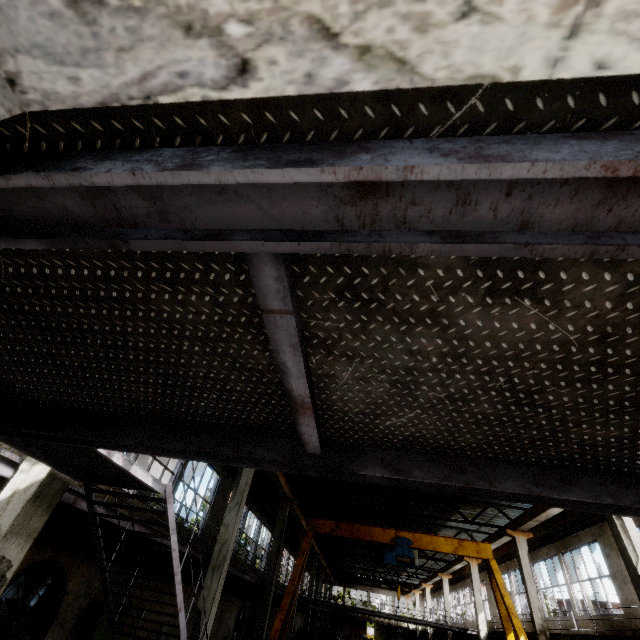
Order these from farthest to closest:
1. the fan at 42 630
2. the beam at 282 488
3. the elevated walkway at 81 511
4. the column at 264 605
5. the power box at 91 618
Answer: the beam at 282 488 < the column at 264 605 < the power box at 91 618 < the fan at 42 630 < the elevated walkway at 81 511

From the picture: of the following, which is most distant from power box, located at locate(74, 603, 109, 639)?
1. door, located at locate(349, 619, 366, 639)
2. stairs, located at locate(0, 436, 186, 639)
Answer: door, located at locate(349, 619, 366, 639)

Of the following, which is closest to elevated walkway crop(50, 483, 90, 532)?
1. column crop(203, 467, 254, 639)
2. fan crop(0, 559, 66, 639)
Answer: fan crop(0, 559, 66, 639)

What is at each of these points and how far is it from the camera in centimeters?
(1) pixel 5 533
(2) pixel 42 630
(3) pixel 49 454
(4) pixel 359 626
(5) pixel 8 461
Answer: (1) column, 378cm
(2) fan, 741cm
(3) stairs, 394cm
(4) door, 5172cm
(5) elevated walkway, 432cm

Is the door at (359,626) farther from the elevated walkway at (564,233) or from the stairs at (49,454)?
the stairs at (49,454)

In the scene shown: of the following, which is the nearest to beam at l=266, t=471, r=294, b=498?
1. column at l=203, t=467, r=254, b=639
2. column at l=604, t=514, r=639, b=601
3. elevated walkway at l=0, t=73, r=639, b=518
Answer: column at l=203, t=467, r=254, b=639

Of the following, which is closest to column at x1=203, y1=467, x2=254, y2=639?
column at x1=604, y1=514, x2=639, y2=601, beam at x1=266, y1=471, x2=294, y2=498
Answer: beam at x1=266, y1=471, x2=294, y2=498

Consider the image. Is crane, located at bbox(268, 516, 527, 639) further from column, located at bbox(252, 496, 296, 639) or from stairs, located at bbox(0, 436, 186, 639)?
stairs, located at bbox(0, 436, 186, 639)
